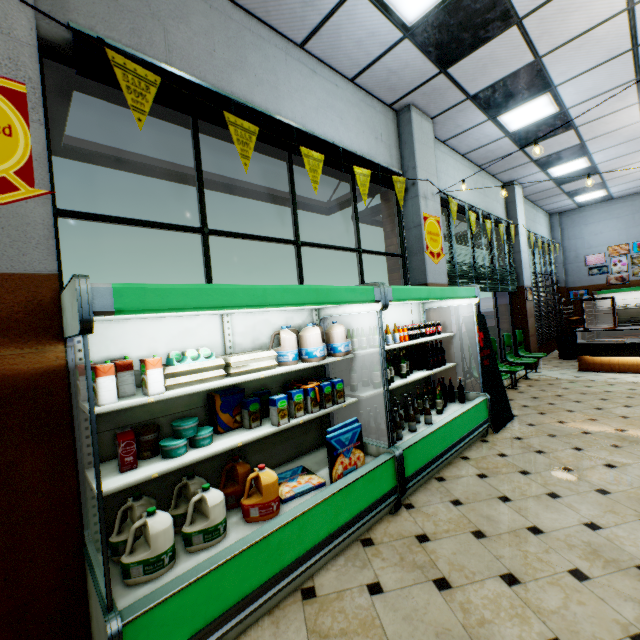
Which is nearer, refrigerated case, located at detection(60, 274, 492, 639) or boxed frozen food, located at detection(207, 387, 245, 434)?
refrigerated case, located at detection(60, 274, 492, 639)

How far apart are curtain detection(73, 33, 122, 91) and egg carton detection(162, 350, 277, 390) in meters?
2.0 m

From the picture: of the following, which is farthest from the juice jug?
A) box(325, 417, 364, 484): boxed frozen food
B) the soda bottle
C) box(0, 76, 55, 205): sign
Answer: the soda bottle

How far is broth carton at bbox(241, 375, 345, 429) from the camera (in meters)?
2.48

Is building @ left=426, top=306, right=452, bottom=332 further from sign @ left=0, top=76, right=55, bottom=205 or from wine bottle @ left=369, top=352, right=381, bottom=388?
wine bottle @ left=369, top=352, right=381, bottom=388

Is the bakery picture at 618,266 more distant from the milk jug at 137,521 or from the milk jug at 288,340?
the milk jug at 137,521

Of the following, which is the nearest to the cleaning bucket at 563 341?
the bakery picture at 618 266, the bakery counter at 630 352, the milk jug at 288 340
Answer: the bakery counter at 630 352

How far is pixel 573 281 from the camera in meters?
11.9 m
